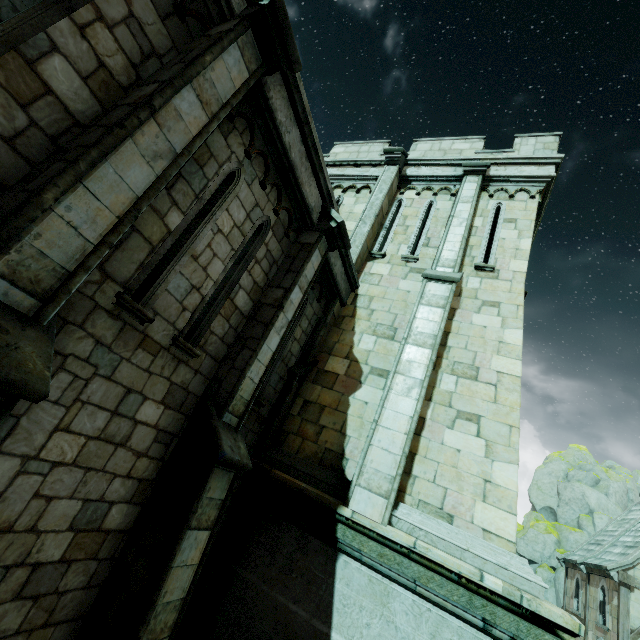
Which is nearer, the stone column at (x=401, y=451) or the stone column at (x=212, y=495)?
the stone column at (x=212, y=495)

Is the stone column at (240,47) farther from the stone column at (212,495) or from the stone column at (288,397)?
the stone column at (288,397)

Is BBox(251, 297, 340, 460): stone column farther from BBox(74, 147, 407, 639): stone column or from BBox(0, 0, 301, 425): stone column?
BBox(0, 0, 301, 425): stone column

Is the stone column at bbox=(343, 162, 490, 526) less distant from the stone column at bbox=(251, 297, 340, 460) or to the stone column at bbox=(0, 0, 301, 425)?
the stone column at bbox=(251, 297, 340, 460)

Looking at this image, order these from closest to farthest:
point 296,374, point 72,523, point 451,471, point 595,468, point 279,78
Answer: point 72,523 → point 279,78 → point 451,471 → point 296,374 → point 595,468

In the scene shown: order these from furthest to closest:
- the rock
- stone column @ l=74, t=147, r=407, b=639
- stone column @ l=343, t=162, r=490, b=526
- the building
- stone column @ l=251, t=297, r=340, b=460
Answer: the rock, the building, stone column @ l=251, t=297, r=340, b=460, stone column @ l=343, t=162, r=490, b=526, stone column @ l=74, t=147, r=407, b=639

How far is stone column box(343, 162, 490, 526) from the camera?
5.5 meters

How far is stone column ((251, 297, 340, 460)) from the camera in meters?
6.6 m
